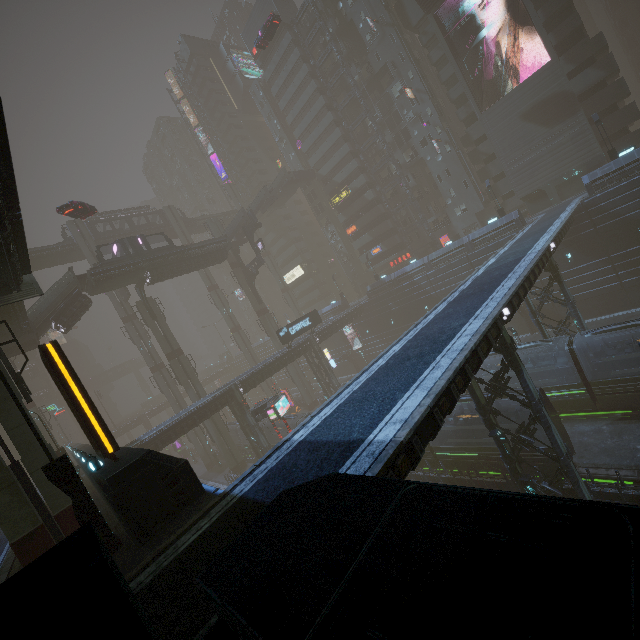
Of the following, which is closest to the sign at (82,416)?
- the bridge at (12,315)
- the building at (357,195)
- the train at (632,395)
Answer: the building at (357,195)

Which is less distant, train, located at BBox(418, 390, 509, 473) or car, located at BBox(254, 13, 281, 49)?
train, located at BBox(418, 390, 509, 473)

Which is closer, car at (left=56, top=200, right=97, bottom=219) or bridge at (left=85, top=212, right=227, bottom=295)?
car at (left=56, top=200, right=97, bottom=219)

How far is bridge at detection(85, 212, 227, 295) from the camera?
36.4 meters

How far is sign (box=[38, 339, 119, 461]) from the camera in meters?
9.4

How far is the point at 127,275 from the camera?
38.1 meters

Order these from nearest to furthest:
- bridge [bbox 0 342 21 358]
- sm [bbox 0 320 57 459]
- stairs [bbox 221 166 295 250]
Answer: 1. sm [bbox 0 320 57 459]
2. bridge [bbox 0 342 21 358]
3. stairs [bbox 221 166 295 250]

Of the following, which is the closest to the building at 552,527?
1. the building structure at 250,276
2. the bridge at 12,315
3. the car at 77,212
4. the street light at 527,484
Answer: the street light at 527,484
